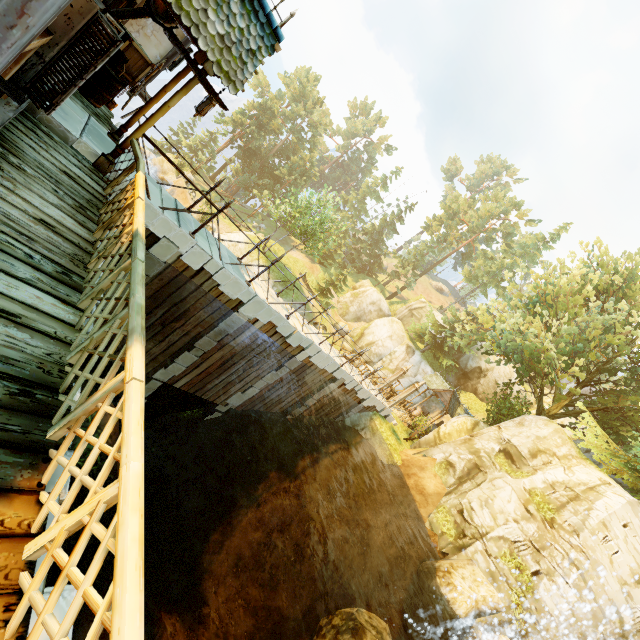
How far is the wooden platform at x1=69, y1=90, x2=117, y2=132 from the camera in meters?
7.8 m

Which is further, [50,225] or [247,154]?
[247,154]

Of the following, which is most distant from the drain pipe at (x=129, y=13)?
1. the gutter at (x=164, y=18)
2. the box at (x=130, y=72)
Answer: the box at (x=130, y=72)

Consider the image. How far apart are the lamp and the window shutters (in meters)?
2.30

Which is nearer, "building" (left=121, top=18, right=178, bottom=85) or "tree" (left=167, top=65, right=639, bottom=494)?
Answer: "building" (left=121, top=18, right=178, bottom=85)

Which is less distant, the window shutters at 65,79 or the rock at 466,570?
the window shutters at 65,79

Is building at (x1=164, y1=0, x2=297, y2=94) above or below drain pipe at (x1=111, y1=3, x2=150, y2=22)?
above

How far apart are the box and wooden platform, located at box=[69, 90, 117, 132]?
0.3m
